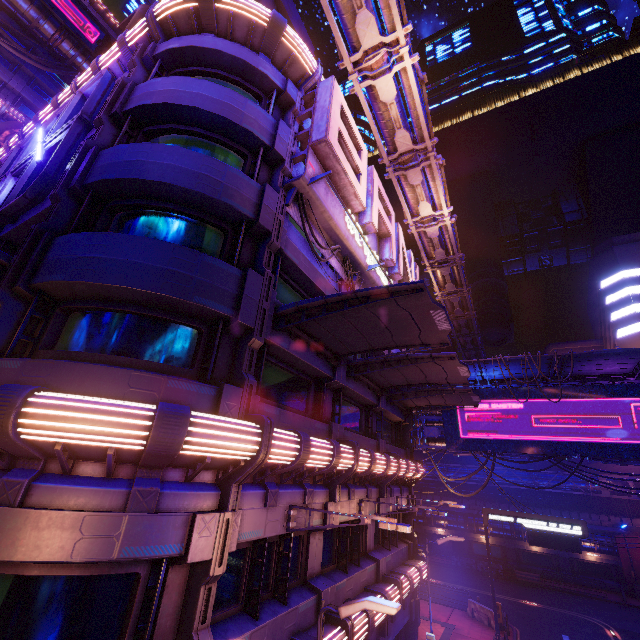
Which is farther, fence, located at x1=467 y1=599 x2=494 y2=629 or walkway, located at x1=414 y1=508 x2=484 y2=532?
walkway, located at x1=414 y1=508 x2=484 y2=532

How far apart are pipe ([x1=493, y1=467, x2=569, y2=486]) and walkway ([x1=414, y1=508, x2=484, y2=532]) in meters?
2.8

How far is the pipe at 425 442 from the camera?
24.6m

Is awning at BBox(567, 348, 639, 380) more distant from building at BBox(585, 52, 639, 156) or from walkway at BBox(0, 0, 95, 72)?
walkway at BBox(0, 0, 95, 72)

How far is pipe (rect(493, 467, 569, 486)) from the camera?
36.2m

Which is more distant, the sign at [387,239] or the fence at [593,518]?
the fence at [593,518]

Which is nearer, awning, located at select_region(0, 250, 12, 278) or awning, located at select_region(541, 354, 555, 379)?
awning, located at select_region(0, 250, 12, 278)

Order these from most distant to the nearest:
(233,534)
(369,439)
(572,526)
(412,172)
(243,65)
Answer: (572,526) → (412,172) → (369,439) → (243,65) → (233,534)
